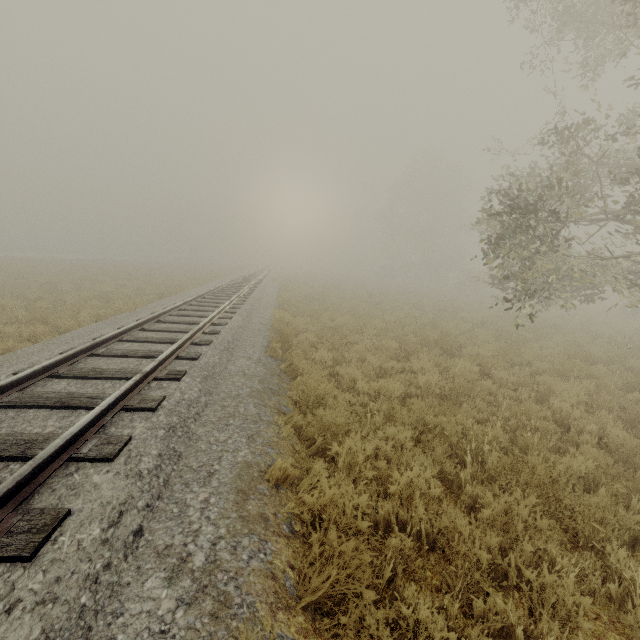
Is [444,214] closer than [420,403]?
No

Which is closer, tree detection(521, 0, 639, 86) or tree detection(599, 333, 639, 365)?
tree detection(521, 0, 639, 86)

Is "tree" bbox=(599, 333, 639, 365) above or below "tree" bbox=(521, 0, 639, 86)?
below

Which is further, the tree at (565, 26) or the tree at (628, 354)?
the tree at (628, 354)

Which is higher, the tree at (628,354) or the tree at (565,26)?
the tree at (565,26)
